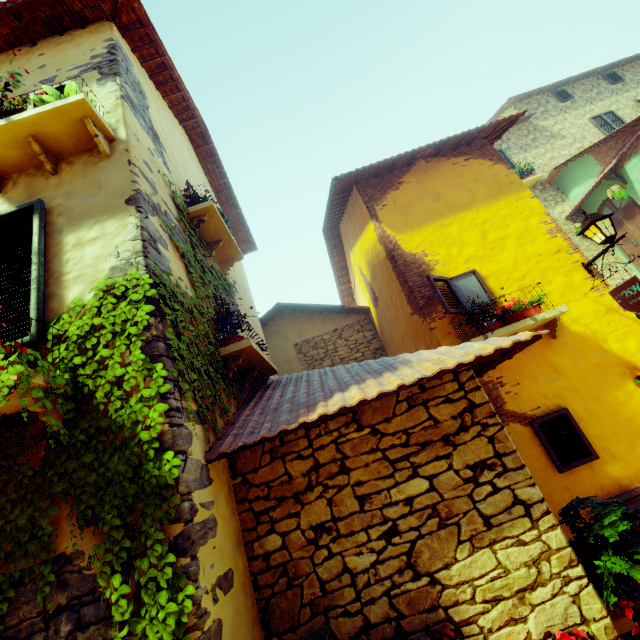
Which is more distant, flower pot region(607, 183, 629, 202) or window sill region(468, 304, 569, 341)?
flower pot region(607, 183, 629, 202)

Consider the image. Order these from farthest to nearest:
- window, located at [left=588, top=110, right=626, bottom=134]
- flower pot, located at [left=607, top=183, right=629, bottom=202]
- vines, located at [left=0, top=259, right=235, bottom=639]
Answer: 1. window, located at [left=588, top=110, right=626, bottom=134]
2. flower pot, located at [left=607, top=183, right=629, bottom=202]
3. vines, located at [left=0, top=259, right=235, bottom=639]

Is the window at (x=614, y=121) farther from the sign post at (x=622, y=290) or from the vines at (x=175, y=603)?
the vines at (x=175, y=603)

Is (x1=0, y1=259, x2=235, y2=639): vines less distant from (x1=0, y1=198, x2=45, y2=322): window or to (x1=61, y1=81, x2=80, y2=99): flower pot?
(x1=0, y1=198, x2=45, y2=322): window

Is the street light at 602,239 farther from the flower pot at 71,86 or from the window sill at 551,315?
the flower pot at 71,86

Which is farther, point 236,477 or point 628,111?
point 628,111

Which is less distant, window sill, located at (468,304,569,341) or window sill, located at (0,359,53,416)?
window sill, located at (0,359,53,416)

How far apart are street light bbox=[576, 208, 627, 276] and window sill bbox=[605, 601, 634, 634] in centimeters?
440cm
